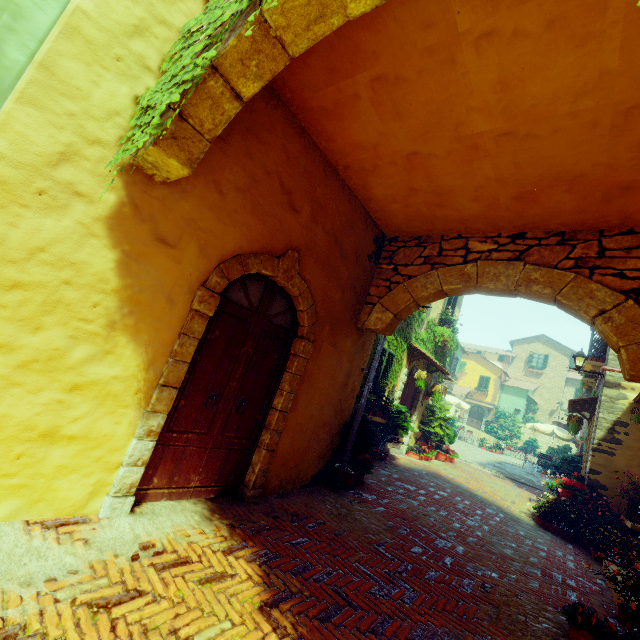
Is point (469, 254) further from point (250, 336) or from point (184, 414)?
point (184, 414)

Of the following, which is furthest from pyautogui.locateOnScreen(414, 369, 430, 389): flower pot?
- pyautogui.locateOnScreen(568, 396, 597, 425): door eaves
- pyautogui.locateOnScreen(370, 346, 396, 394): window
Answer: pyautogui.locateOnScreen(568, 396, 597, 425): door eaves

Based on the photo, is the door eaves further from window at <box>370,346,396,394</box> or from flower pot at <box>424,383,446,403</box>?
window at <box>370,346,396,394</box>

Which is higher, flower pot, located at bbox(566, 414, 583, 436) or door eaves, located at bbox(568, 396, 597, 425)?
door eaves, located at bbox(568, 396, 597, 425)

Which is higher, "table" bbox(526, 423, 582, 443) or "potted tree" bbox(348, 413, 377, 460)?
"table" bbox(526, 423, 582, 443)

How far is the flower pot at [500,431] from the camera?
24.3 meters

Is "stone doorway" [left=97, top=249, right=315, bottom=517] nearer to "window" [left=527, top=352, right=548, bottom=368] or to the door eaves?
"window" [left=527, top=352, right=548, bottom=368]

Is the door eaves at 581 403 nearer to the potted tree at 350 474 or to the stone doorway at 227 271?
the potted tree at 350 474
